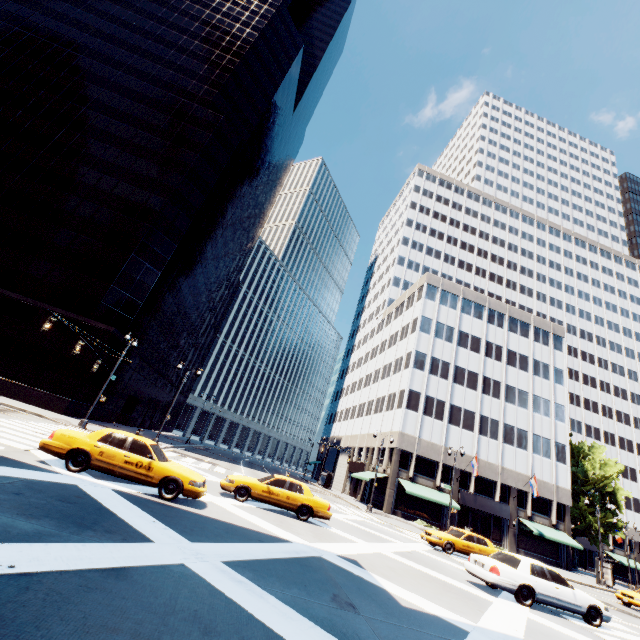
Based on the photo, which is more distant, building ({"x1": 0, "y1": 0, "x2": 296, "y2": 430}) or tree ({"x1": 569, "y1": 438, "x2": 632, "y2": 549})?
tree ({"x1": 569, "y1": 438, "x2": 632, "y2": 549})

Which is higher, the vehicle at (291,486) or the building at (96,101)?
the building at (96,101)

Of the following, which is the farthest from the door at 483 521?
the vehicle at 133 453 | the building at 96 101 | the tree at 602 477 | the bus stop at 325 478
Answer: the building at 96 101

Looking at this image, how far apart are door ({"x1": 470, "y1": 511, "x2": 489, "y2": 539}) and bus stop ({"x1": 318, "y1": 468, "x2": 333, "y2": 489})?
18.74m

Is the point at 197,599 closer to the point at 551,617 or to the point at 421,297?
the point at 551,617

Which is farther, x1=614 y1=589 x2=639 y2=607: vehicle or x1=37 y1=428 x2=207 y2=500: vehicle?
x1=614 y1=589 x2=639 y2=607: vehicle

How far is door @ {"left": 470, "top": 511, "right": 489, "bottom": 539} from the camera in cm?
3769

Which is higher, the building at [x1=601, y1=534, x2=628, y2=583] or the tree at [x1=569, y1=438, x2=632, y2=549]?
the tree at [x1=569, y1=438, x2=632, y2=549]
